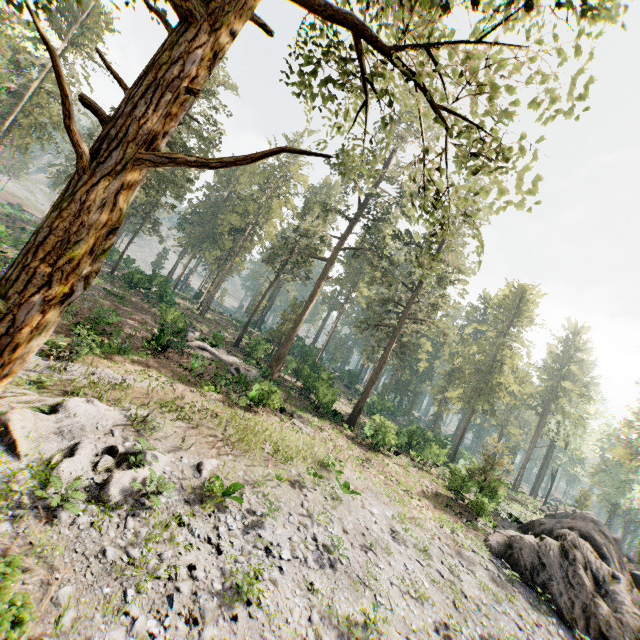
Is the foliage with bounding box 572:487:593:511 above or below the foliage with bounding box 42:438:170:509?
above

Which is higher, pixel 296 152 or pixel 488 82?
pixel 488 82

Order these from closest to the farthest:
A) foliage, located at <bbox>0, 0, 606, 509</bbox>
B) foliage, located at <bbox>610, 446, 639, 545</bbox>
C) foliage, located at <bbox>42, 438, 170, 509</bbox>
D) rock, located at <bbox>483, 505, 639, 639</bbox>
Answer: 1. foliage, located at <bbox>0, 0, 606, 509</bbox>
2. foliage, located at <bbox>42, 438, 170, 509</bbox>
3. rock, located at <bbox>483, 505, 639, 639</bbox>
4. foliage, located at <bbox>610, 446, 639, 545</bbox>

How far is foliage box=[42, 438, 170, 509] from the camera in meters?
9.6

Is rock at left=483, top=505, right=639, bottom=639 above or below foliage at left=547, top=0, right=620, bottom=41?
below

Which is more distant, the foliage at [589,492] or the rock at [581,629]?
the foliage at [589,492]

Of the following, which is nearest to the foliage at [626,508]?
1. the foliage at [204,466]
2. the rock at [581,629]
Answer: the rock at [581,629]

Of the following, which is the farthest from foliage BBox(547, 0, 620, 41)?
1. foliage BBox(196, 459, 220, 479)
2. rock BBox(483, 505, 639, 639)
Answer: foliage BBox(196, 459, 220, 479)
